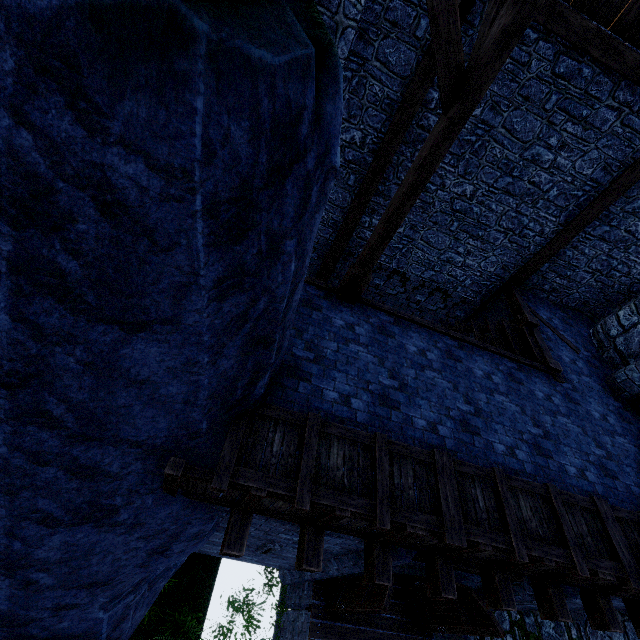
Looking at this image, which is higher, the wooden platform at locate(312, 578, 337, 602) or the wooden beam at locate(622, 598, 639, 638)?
the wooden beam at locate(622, 598, 639, 638)

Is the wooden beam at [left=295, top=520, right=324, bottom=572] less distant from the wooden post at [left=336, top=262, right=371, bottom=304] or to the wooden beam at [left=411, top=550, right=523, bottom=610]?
the wooden beam at [left=411, top=550, right=523, bottom=610]

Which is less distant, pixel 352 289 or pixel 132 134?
pixel 132 134

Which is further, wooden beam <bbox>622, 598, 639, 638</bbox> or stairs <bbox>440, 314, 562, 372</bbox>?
stairs <bbox>440, 314, 562, 372</bbox>

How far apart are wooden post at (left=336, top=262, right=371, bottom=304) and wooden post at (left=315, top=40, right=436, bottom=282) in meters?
3.1 m

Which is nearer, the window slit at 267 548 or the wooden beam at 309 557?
the wooden beam at 309 557

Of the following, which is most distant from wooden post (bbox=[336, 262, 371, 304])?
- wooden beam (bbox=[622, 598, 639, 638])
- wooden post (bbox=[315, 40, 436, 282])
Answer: wooden beam (bbox=[622, 598, 639, 638])

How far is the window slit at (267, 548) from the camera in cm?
577
